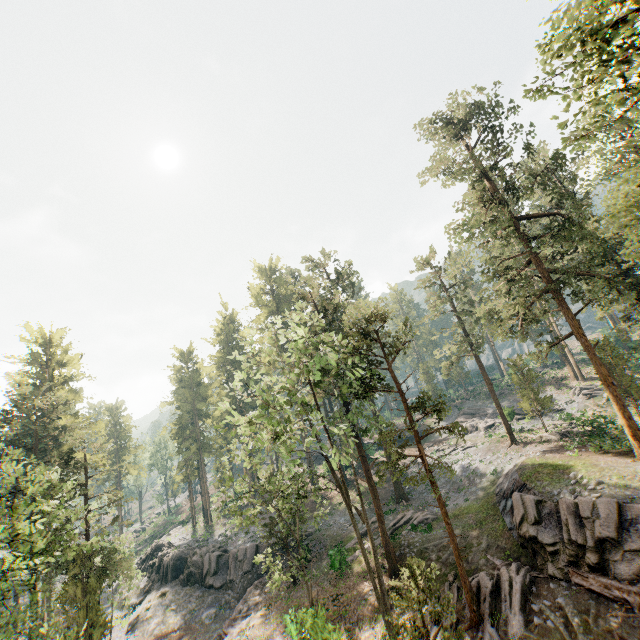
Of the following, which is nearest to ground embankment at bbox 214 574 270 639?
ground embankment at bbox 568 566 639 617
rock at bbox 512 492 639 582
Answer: ground embankment at bbox 568 566 639 617

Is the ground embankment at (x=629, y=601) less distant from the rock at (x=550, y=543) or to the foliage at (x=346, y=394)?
the rock at (x=550, y=543)

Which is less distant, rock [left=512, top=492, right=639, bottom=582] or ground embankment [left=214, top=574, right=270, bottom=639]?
rock [left=512, top=492, right=639, bottom=582]

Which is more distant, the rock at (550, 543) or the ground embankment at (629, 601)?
the rock at (550, 543)

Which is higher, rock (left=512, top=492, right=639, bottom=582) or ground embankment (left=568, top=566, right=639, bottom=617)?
rock (left=512, top=492, right=639, bottom=582)

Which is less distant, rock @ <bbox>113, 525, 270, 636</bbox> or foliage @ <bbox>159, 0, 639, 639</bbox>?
foliage @ <bbox>159, 0, 639, 639</bbox>

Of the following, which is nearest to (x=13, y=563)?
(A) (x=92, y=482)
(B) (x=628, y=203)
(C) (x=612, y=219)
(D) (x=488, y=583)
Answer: (D) (x=488, y=583)

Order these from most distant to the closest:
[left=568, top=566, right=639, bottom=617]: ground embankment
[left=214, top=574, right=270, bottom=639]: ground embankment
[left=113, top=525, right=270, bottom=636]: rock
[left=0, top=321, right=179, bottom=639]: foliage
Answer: [left=113, top=525, right=270, bottom=636]: rock, [left=214, top=574, right=270, bottom=639]: ground embankment, [left=0, top=321, right=179, bottom=639]: foliage, [left=568, top=566, right=639, bottom=617]: ground embankment
